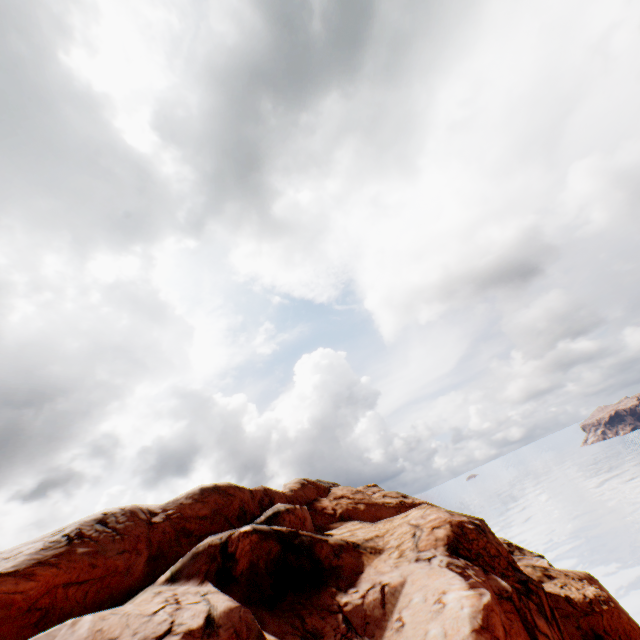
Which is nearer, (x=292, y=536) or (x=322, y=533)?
(x=292, y=536)
